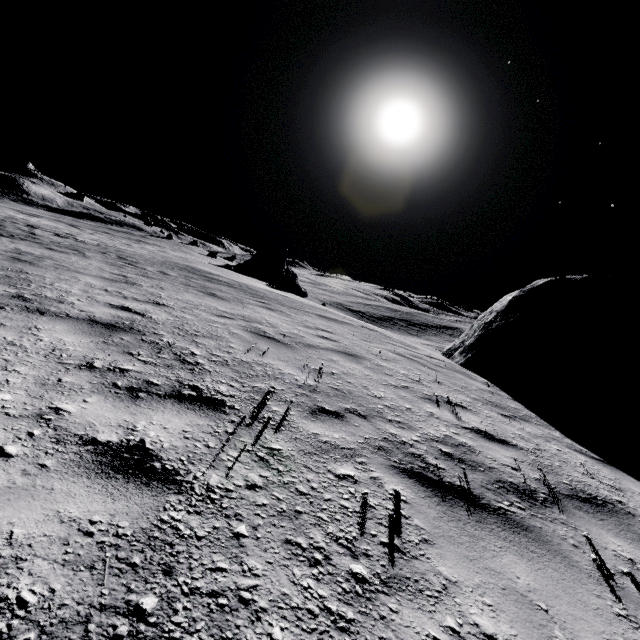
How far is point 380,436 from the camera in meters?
3.3

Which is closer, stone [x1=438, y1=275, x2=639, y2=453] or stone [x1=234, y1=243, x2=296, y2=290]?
stone [x1=438, y1=275, x2=639, y2=453]

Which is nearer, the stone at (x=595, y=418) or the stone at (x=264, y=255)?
the stone at (x=595, y=418)

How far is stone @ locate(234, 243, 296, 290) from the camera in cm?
3309

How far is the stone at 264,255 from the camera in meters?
33.1
